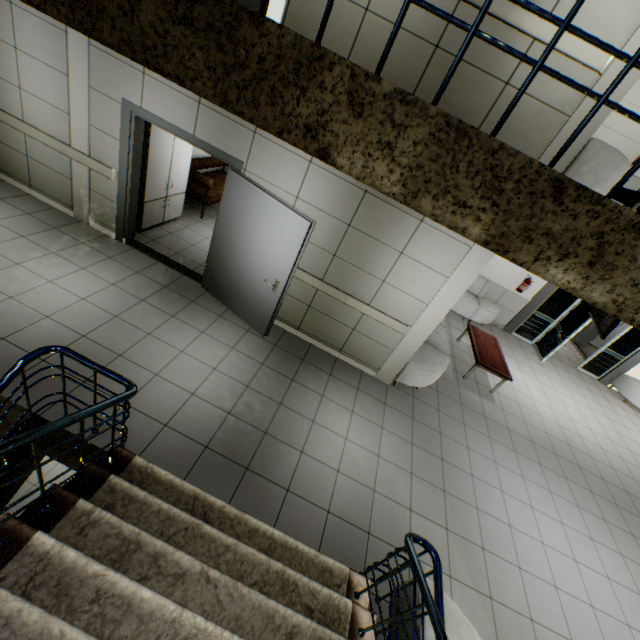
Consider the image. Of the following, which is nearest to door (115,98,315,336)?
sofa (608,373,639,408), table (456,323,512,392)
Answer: table (456,323,512,392)

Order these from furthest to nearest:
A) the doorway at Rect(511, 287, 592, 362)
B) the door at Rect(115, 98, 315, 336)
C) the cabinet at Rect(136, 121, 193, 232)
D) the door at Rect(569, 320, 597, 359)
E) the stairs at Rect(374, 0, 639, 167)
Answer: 1. the door at Rect(569, 320, 597, 359)
2. the doorway at Rect(511, 287, 592, 362)
3. the cabinet at Rect(136, 121, 193, 232)
4. the door at Rect(115, 98, 315, 336)
5. the stairs at Rect(374, 0, 639, 167)

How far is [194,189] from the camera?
7.1m

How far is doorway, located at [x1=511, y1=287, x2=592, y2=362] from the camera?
8.5 meters

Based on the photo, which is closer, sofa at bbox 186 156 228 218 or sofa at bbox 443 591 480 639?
sofa at bbox 443 591 480 639

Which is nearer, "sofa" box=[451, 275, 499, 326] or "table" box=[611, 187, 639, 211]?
"table" box=[611, 187, 639, 211]

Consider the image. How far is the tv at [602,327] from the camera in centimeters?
539cm

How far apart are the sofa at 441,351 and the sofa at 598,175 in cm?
249
